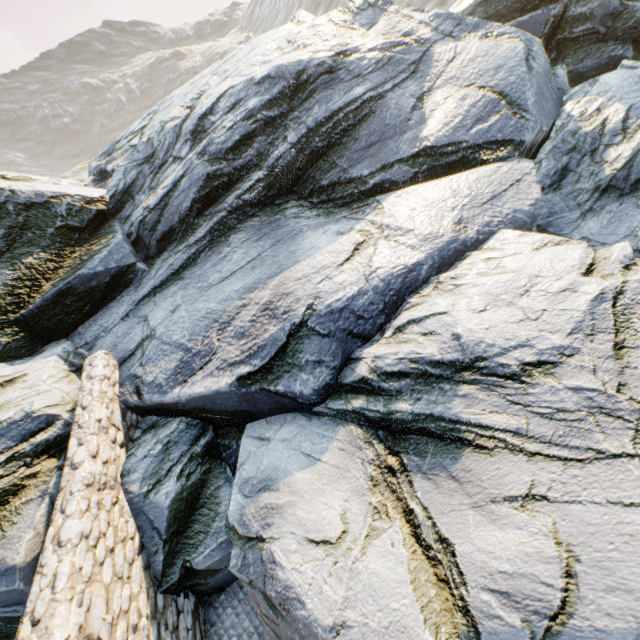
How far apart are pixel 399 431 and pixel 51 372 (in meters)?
7.32
